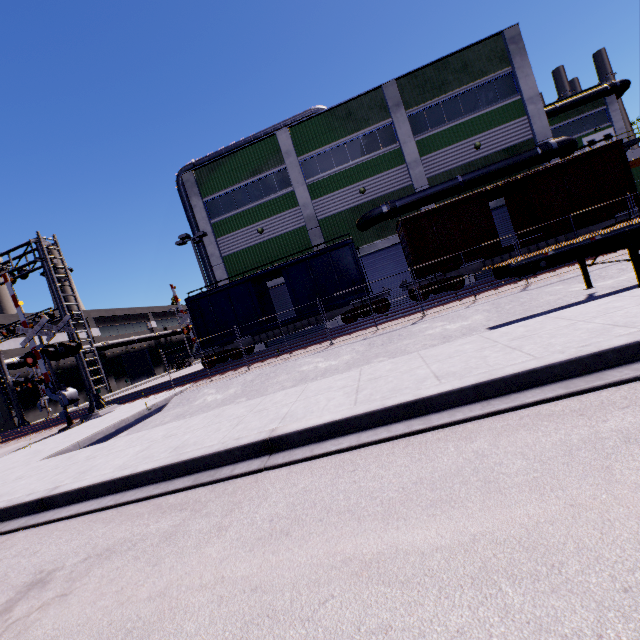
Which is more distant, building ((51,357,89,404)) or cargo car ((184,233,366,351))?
building ((51,357,89,404))

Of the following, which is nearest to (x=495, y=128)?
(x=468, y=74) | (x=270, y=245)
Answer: (x=468, y=74)

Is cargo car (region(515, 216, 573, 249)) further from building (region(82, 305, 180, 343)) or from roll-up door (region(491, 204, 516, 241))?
roll-up door (region(491, 204, 516, 241))

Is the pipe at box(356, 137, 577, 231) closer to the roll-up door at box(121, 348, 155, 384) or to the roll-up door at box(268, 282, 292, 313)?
the roll-up door at box(268, 282, 292, 313)

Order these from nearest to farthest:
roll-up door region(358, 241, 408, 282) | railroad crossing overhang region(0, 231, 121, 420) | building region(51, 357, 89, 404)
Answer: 1. railroad crossing overhang region(0, 231, 121, 420)
2. roll-up door region(358, 241, 408, 282)
3. building region(51, 357, 89, 404)

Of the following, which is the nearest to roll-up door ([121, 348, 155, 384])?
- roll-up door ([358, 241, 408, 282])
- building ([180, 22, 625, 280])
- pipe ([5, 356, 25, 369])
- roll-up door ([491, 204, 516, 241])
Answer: building ([180, 22, 625, 280])

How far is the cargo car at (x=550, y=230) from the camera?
16.4m

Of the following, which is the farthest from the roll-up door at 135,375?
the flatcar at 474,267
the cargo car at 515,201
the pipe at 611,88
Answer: the flatcar at 474,267
